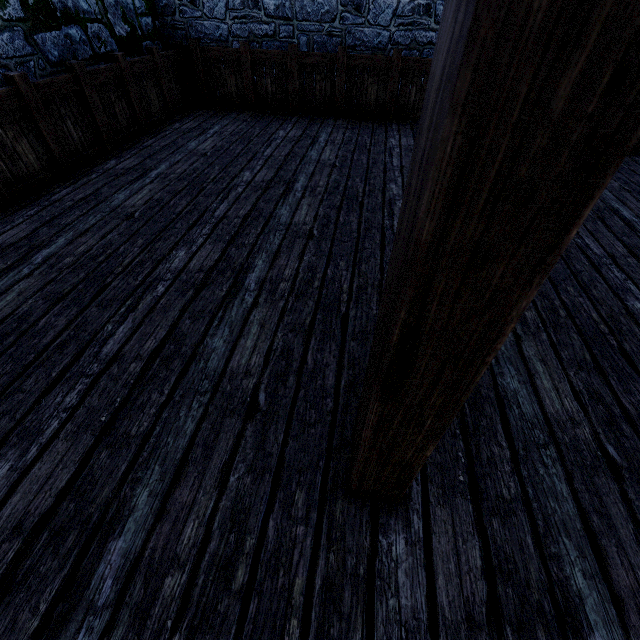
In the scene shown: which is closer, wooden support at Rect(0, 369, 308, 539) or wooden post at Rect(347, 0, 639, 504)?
wooden post at Rect(347, 0, 639, 504)

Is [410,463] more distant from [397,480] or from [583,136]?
[583,136]

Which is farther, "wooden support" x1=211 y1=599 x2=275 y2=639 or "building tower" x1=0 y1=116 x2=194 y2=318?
"building tower" x1=0 y1=116 x2=194 y2=318

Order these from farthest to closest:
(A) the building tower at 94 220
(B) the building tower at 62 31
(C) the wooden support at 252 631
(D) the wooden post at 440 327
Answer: (B) the building tower at 62 31 < (A) the building tower at 94 220 < (C) the wooden support at 252 631 < (D) the wooden post at 440 327

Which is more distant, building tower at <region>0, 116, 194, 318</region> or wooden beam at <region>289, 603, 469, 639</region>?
building tower at <region>0, 116, 194, 318</region>

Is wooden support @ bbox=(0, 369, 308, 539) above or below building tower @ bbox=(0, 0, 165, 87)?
below

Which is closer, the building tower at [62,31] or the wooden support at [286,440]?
the wooden support at [286,440]

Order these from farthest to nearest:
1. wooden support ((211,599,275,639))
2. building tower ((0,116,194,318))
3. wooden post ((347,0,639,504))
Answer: building tower ((0,116,194,318)) → wooden support ((211,599,275,639)) → wooden post ((347,0,639,504))
